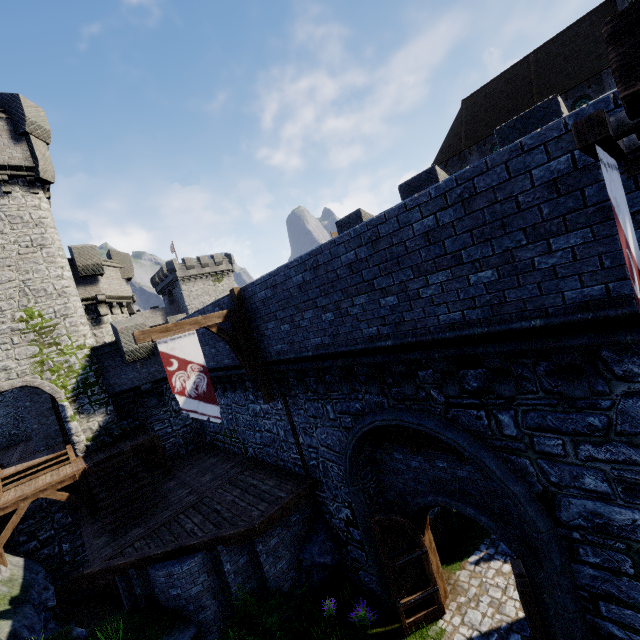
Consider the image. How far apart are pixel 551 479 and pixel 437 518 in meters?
7.7

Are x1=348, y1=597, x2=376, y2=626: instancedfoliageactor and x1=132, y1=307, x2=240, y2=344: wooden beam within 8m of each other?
no

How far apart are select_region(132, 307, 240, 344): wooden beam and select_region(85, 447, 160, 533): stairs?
7.3 meters

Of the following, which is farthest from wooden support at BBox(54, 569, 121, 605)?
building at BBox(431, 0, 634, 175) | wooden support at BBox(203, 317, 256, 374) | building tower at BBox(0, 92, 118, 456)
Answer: building at BBox(431, 0, 634, 175)

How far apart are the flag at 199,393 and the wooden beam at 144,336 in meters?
0.0 m

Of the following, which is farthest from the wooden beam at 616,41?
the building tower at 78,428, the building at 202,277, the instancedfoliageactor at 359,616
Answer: the building at 202,277

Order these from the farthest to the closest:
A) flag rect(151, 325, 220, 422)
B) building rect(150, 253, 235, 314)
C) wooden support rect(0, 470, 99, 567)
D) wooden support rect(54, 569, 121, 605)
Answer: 1. building rect(150, 253, 235, 314)
2. wooden support rect(54, 569, 121, 605)
3. wooden support rect(0, 470, 99, 567)
4. flag rect(151, 325, 220, 422)

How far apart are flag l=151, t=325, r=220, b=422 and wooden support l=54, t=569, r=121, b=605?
9.4 meters
